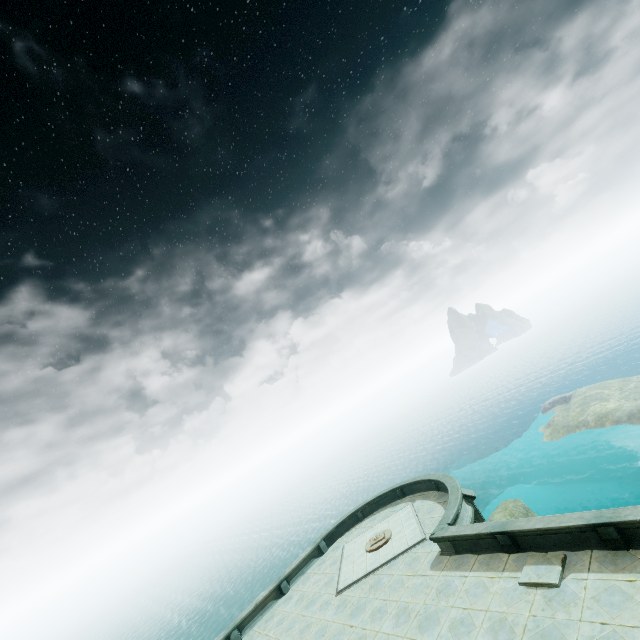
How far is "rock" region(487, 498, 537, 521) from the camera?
26.9 meters

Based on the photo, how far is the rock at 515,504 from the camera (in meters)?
26.94

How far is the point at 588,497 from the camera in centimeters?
3256cm
